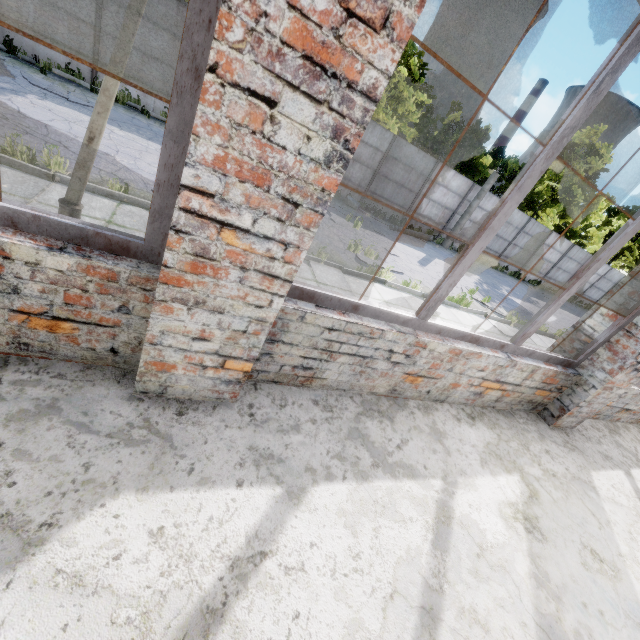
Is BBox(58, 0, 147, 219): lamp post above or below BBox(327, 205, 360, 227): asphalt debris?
above

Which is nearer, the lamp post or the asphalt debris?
the lamp post

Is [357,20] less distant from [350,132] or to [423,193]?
[350,132]

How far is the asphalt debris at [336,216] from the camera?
12.45m

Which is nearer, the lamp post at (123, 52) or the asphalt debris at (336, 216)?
the lamp post at (123, 52)

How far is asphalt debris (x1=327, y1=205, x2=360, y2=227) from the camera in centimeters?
1245cm
